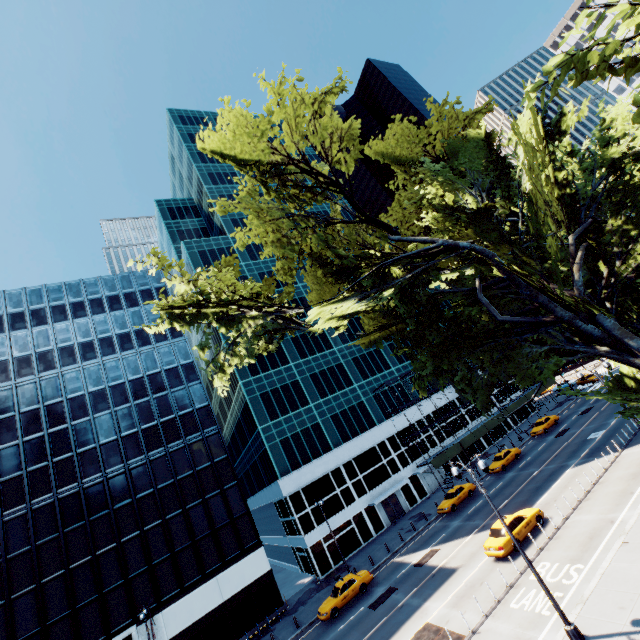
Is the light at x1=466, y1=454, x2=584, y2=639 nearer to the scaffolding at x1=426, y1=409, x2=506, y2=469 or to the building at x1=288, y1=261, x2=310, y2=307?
the scaffolding at x1=426, y1=409, x2=506, y2=469

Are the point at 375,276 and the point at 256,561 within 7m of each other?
no

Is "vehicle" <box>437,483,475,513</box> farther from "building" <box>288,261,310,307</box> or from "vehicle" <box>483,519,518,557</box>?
"vehicle" <box>483,519,518,557</box>

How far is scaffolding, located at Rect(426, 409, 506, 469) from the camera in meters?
42.7

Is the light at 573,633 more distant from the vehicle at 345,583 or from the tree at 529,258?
the vehicle at 345,583

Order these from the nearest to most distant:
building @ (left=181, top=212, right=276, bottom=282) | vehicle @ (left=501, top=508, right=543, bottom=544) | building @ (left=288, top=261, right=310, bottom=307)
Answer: vehicle @ (left=501, top=508, right=543, bottom=544) < building @ (left=181, top=212, right=276, bottom=282) < building @ (left=288, top=261, right=310, bottom=307)

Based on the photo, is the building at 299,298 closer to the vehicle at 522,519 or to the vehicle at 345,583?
the vehicle at 345,583

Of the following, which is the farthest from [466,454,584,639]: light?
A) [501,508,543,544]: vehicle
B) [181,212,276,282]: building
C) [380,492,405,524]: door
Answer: [380,492,405,524]: door
